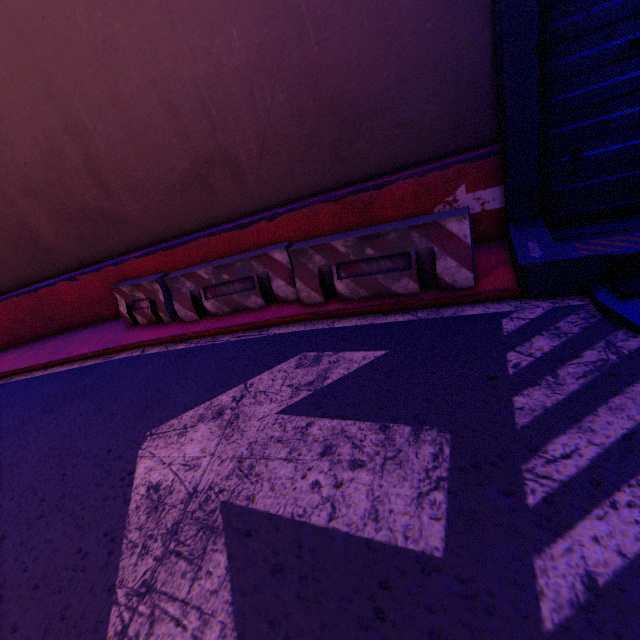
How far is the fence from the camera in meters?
3.9

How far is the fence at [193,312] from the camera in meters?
3.9 m

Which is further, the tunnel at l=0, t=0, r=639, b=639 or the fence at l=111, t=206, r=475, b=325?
the fence at l=111, t=206, r=475, b=325

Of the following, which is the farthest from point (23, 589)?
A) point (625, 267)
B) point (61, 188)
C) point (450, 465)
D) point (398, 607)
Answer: point (61, 188)

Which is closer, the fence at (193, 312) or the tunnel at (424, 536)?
the tunnel at (424, 536)
